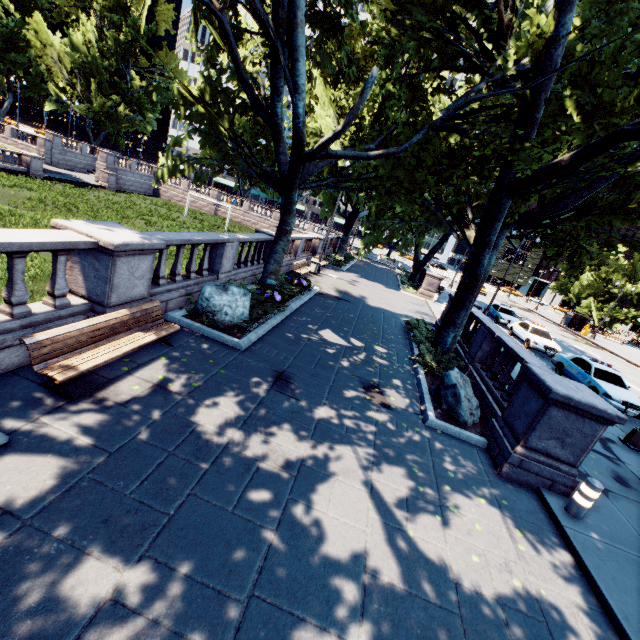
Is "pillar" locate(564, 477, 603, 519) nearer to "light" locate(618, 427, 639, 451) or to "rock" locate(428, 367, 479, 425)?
"rock" locate(428, 367, 479, 425)

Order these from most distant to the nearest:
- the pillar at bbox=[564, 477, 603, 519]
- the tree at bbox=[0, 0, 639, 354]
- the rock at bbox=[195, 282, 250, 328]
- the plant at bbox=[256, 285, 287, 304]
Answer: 1. the plant at bbox=[256, 285, 287, 304]
2. the rock at bbox=[195, 282, 250, 328]
3. the tree at bbox=[0, 0, 639, 354]
4. the pillar at bbox=[564, 477, 603, 519]

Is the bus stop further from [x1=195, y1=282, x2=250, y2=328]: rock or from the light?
[x1=195, y1=282, x2=250, y2=328]: rock

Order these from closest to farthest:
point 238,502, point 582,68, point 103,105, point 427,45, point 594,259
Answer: point 238,502, point 582,68, point 427,45, point 594,259, point 103,105

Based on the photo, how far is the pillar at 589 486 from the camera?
5.98m

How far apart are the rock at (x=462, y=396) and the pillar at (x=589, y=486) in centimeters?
248cm

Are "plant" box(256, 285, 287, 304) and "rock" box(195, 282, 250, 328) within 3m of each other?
yes

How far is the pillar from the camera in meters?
6.0
